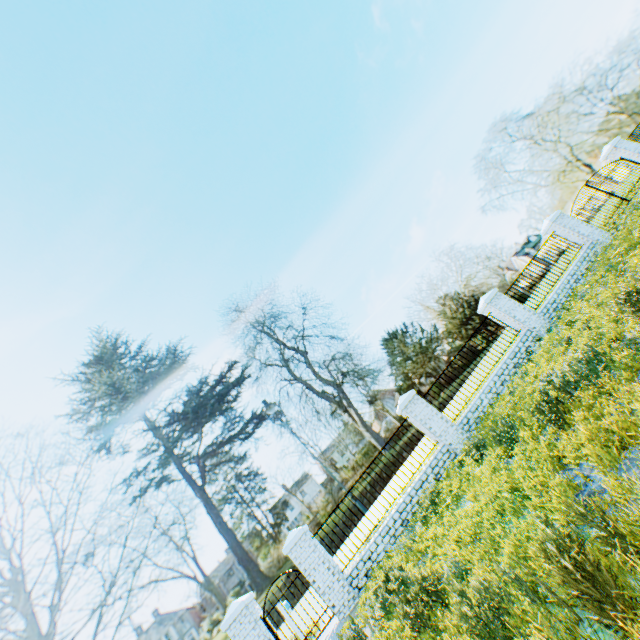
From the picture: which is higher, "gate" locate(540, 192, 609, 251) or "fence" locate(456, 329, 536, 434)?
"gate" locate(540, 192, 609, 251)

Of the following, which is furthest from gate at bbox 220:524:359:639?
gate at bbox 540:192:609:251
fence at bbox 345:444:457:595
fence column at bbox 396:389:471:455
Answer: gate at bbox 540:192:609:251

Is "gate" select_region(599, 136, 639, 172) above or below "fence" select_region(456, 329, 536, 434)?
above

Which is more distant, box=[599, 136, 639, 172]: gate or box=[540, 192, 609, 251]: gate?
box=[599, 136, 639, 172]: gate

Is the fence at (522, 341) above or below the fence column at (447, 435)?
below

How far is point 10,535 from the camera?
48.72m

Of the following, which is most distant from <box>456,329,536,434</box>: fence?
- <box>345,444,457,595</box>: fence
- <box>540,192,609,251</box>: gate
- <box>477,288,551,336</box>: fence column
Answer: <box>540,192,609,251</box>: gate

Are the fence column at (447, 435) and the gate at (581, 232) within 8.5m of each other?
no
